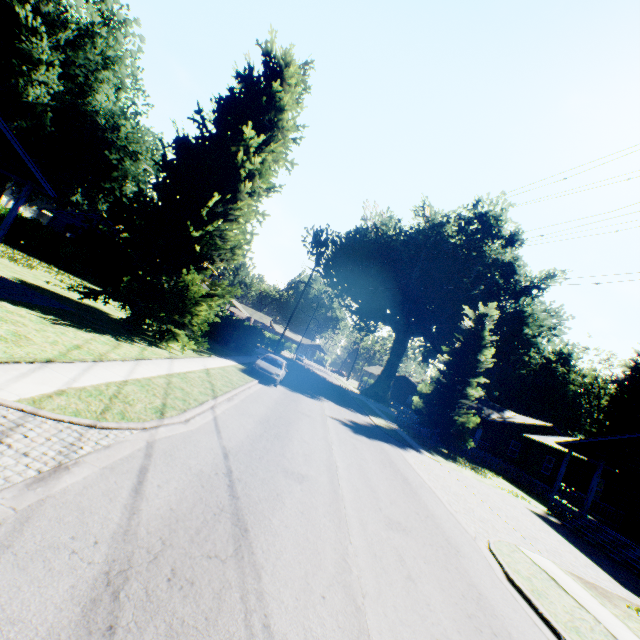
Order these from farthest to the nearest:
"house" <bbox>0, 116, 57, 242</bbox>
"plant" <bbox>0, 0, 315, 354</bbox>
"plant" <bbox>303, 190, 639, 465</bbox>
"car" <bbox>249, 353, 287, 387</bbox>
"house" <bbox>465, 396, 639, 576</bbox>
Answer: "plant" <bbox>303, 190, 639, 465</bbox>
"car" <bbox>249, 353, 287, 387</bbox>
"house" <bbox>465, 396, 639, 576</bbox>
"plant" <bbox>0, 0, 315, 354</bbox>
"house" <bbox>0, 116, 57, 242</bbox>

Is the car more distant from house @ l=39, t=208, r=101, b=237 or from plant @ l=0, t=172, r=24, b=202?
house @ l=39, t=208, r=101, b=237

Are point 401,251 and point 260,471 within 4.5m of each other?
no

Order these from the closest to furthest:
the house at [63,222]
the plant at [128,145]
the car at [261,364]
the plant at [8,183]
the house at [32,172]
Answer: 1. the house at [32,172]
2. the plant at [128,145]
3. the car at [261,364]
4. the plant at [8,183]
5. the house at [63,222]

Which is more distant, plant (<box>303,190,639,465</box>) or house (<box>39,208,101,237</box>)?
house (<box>39,208,101,237</box>)

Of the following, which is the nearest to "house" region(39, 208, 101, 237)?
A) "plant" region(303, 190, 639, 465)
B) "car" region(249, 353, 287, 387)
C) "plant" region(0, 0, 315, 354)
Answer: "plant" region(0, 0, 315, 354)

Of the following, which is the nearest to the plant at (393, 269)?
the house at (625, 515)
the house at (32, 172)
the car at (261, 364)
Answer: the house at (625, 515)

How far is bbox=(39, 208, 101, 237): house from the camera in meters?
33.3 m
